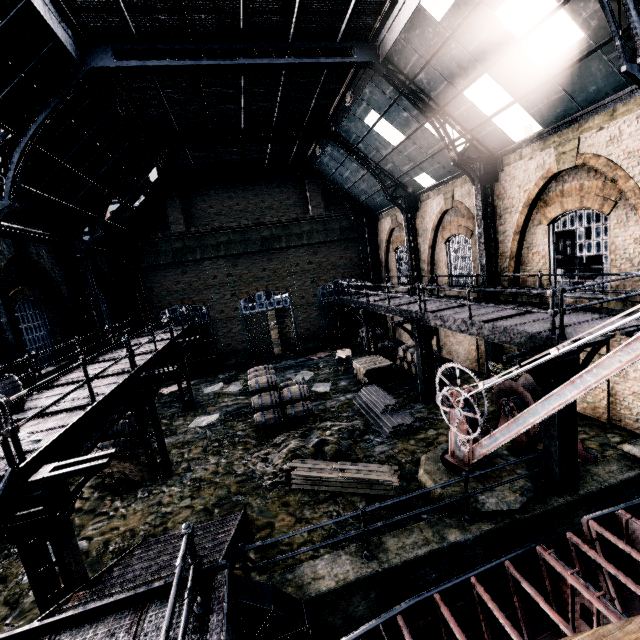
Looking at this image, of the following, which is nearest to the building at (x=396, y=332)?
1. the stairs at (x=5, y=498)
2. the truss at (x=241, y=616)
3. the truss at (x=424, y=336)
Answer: the stairs at (x=5, y=498)

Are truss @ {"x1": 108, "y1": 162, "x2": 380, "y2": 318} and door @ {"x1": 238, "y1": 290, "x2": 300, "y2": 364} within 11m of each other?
yes

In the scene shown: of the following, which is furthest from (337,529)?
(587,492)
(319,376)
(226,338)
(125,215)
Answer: (125,215)

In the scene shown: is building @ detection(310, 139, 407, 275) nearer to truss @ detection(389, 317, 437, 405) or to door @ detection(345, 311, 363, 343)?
door @ detection(345, 311, 363, 343)

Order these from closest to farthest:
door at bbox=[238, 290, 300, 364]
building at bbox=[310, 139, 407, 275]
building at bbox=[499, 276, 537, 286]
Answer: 1. building at bbox=[499, 276, 537, 286]
2. building at bbox=[310, 139, 407, 275]
3. door at bbox=[238, 290, 300, 364]

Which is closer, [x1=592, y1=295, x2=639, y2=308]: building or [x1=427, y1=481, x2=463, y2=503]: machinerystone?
[x1=427, y1=481, x2=463, y2=503]: machinerystone

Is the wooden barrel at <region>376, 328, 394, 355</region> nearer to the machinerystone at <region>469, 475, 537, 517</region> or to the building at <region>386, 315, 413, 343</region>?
the building at <region>386, 315, 413, 343</region>

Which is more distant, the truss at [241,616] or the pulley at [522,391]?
the pulley at [522,391]
